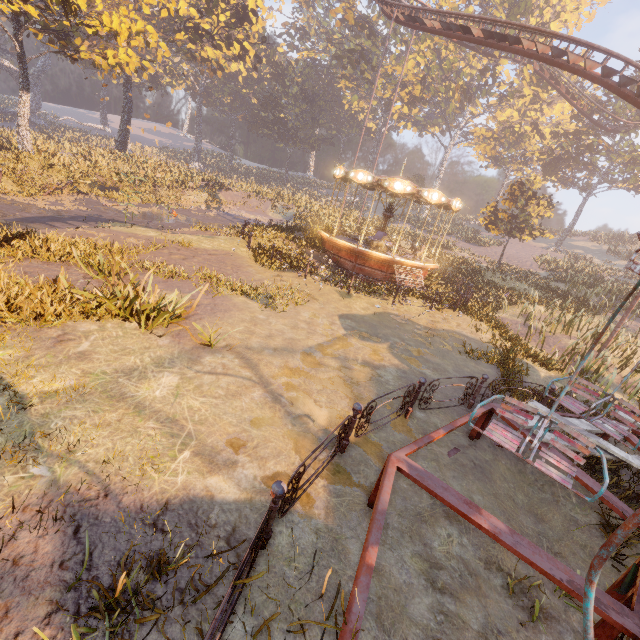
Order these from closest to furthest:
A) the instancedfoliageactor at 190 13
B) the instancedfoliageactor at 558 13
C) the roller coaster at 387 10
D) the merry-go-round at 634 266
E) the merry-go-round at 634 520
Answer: the merry-go-round at 634 520 < the merry-go-round at 634 266 < the roller coaster at 387 10 < the instancedfoliageactor at 190 13 < the instancedfoliageactor at 558 13

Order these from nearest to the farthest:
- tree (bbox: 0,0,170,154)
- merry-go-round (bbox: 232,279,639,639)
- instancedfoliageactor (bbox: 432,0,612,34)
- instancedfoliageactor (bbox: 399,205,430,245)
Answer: merry-go-round (bbox: 232,279,639,639) < tree (bbox: 0,0,170,154) < instancedfoliageactor (bbox: 399,205,430,245) < instancedfoliageactor (bbox: 432,0,612,34)

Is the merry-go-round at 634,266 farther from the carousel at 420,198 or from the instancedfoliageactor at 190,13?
the instancedfoliageactor at 190,13

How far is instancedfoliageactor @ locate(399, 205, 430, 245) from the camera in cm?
3056

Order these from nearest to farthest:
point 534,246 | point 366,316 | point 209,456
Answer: point 209,456
point 366,316
point 534,246

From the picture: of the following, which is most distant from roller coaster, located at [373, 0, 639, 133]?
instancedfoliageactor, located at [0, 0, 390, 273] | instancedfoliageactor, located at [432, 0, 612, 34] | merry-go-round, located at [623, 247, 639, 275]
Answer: instancedfoliageactor, located at [432, 0, 612, 34]

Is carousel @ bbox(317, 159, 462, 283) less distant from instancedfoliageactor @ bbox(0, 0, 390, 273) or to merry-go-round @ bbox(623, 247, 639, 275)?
instancedfoliageactor @ bbox(0, 0, 390, 273)

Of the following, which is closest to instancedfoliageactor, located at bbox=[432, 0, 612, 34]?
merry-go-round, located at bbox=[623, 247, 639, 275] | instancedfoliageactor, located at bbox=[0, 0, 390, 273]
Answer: instancedfoliageactor, located at bbox=[0, 0, 390, 273]
